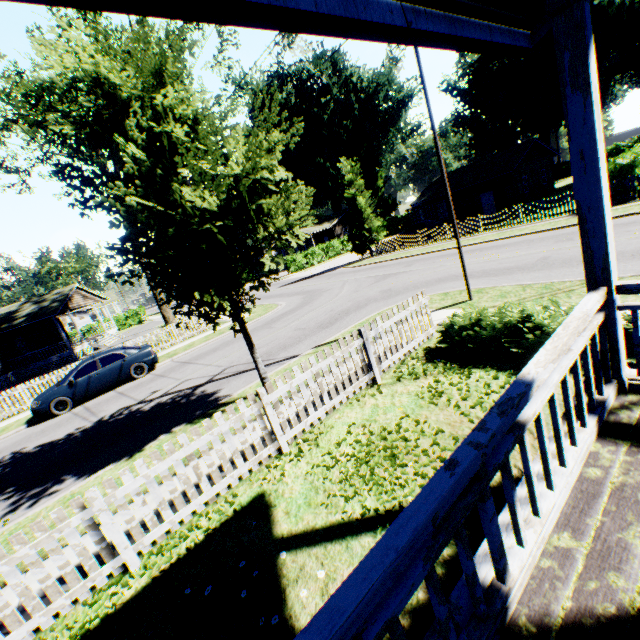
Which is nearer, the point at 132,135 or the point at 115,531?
the point at 115,531

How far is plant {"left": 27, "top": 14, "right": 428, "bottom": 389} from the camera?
5.7m

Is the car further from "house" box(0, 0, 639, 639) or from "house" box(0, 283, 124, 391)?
"house" box(0, 0, 639, 639)

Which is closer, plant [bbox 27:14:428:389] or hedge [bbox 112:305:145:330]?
plant [bbox 27:14:428:389]

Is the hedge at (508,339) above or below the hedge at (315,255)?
below

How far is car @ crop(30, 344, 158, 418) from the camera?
12.80m

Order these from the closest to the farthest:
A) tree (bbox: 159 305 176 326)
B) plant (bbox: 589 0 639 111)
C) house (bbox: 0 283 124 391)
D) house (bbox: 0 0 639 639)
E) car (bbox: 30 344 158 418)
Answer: house (bbox: 0 0 639 639) → car (bbox: 30 344 158 418) → tree (bbox: 159 305 176 326) → plant (bbox: 589 0 639 111) → house (bbox: 0 283 124 391)

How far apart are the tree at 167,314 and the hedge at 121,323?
28.9m
